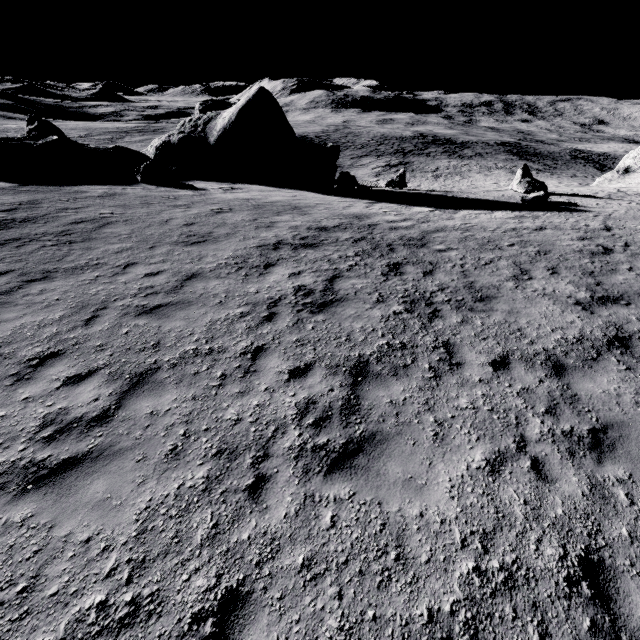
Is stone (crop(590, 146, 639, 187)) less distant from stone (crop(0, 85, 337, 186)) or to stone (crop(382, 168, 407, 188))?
stone (crop(382, 168, 407, 188))

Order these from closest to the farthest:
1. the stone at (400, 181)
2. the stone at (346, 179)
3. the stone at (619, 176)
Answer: the stone at (346, 179), the stone at (400, 181), the stone at (619, 176)

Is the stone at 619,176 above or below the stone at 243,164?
below

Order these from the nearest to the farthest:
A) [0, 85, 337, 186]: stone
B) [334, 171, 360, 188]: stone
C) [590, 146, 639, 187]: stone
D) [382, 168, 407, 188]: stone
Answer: [0, 85, 337, 186]: stone
[334, 171, 360, 188]: stone
[382, 168, 407, 188]: stone
[590, 146, 639, 187]: stone

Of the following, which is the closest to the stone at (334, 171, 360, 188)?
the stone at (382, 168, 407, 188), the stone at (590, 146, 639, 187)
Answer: the stone at (382, 168, 407, 188)

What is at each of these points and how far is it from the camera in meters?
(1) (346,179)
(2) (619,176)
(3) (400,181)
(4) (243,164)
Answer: (1) stone, 23.8
(2) stone, 33.8
(3) stone, 24.8
(4) stone, 23.3

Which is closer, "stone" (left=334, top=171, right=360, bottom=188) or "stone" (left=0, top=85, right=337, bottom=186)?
"stone" (left=0, top=85, right=337, bottom=186)
